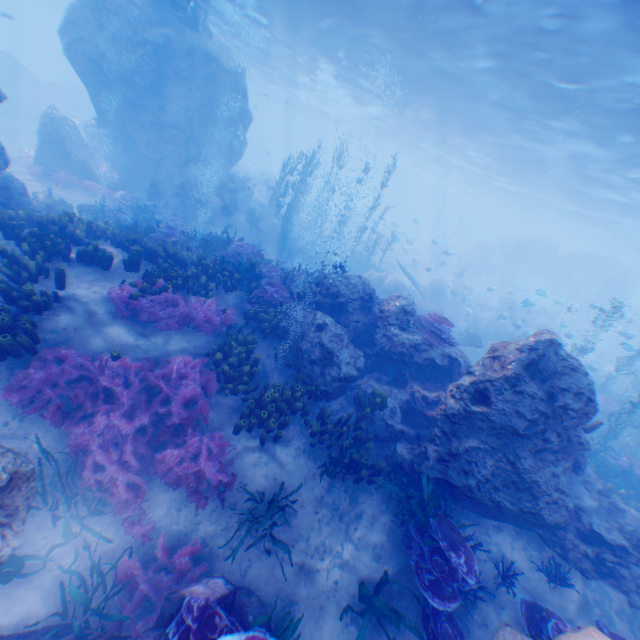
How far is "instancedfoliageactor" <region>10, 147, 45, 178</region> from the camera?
17.8 meters

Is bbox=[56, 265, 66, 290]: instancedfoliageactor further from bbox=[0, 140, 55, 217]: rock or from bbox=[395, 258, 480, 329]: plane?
bbox=[395, 258, 480, 329]: plane

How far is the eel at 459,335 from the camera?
15.09m

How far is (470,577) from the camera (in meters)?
5.57

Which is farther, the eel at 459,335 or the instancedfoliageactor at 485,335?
the instancedfoliageactor at 485,335

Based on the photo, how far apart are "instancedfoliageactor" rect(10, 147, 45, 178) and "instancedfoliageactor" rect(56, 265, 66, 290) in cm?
2205

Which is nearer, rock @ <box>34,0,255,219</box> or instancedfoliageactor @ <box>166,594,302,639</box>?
instancedfoliageactor @ <box>166,594,302,639</box>

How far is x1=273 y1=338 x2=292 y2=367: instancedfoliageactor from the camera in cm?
862
